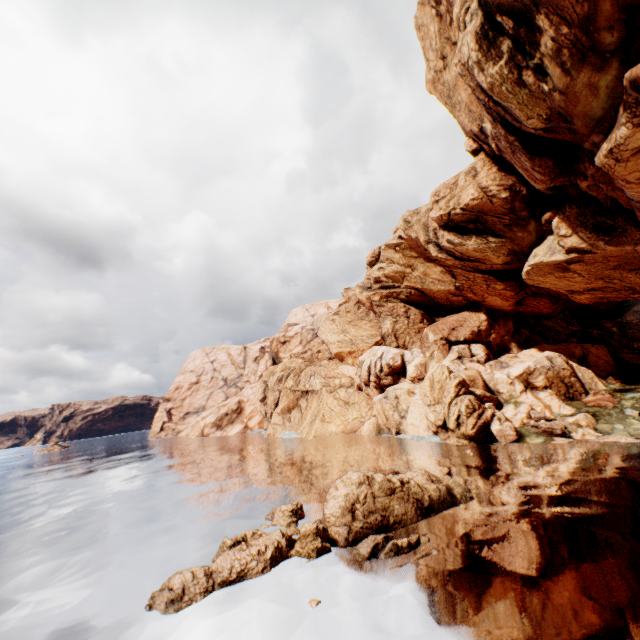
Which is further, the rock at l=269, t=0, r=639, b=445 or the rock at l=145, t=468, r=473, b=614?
the rock at l=269, t=0, r=639, b=445

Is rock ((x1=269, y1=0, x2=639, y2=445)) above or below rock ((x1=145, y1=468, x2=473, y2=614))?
above

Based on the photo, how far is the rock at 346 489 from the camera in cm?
1275

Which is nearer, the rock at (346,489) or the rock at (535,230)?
the rock at (346,489)

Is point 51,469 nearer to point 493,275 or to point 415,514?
point 415,514

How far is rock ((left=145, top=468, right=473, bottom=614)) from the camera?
12.8m
